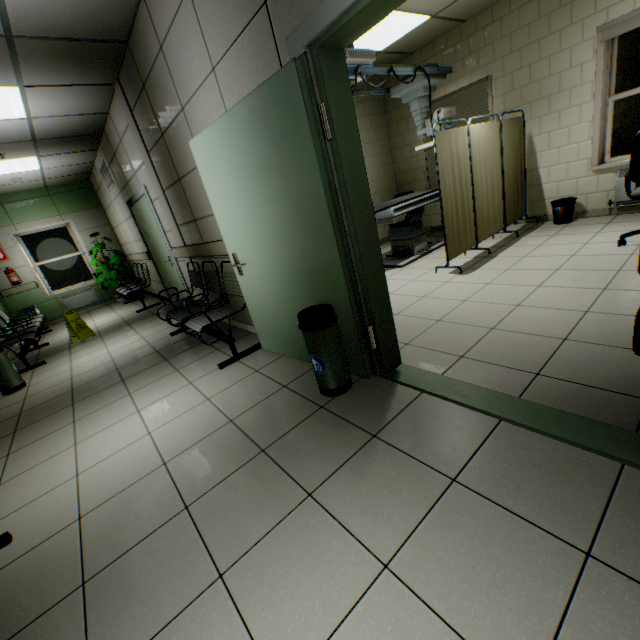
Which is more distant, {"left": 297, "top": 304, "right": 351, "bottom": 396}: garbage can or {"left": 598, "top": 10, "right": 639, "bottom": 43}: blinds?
{"left": 598, "top": 10, "right": 639, "bottom": 43}: blinds

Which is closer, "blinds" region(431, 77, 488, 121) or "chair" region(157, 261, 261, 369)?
"chair" region(157, 261, 261, 369)

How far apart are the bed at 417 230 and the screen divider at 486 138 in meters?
0.9 m

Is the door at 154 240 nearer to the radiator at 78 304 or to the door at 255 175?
the door at 255 175

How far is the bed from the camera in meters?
4.8

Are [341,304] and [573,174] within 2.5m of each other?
no

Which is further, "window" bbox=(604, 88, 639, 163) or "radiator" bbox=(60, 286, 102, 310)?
"radiator" bbox=(60, 286, 102, 310)

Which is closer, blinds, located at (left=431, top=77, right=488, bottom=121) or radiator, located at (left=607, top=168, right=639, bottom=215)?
radiator, located at (left=607, top=168, right=639, bottom=215)
